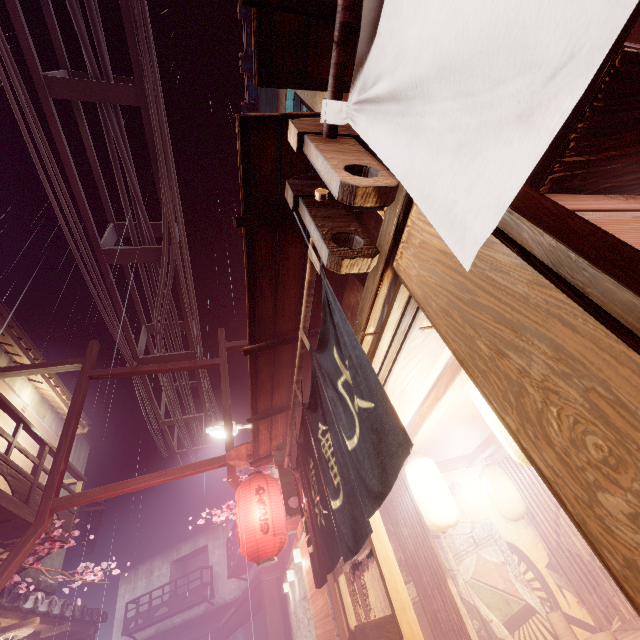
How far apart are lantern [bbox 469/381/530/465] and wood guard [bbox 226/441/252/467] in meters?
6.9

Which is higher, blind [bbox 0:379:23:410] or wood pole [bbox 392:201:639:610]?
blind [bbox 0:379:23:410]

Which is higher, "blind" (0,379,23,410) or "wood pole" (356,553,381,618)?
"blind" (0,379,23,410)

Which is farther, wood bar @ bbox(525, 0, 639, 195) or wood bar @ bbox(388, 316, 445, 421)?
wood bar @ bbox(388, 316, 445, 421)

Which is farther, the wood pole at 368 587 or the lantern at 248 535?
the lantern at 248 535

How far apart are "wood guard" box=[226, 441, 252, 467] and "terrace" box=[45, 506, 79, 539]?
7.3m

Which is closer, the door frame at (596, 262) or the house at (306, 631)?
the door frame at (596, 262)

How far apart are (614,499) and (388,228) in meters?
2.1
